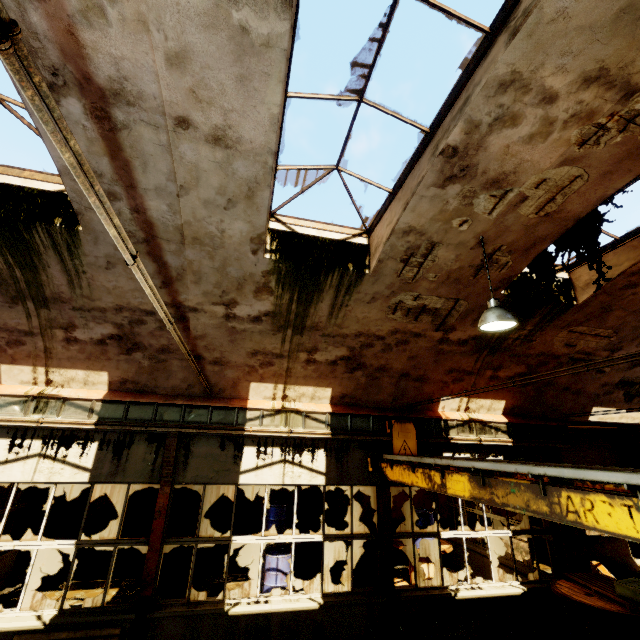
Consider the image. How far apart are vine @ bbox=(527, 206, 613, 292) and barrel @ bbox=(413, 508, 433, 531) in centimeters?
757cm

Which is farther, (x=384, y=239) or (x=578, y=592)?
(x=578, y=592)

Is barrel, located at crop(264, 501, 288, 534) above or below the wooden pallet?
above

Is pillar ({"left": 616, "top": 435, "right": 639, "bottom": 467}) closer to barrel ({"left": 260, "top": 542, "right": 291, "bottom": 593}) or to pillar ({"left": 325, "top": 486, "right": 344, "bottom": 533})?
pillar ({"left": 325, "top": 486, "right": 344, "bottom": 533})

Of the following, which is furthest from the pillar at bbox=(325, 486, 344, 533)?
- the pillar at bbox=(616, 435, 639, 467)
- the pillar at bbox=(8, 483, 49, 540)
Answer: the pillar at bbox=(616, 435, 639, 467)

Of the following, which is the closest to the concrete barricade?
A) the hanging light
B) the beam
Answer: the beam

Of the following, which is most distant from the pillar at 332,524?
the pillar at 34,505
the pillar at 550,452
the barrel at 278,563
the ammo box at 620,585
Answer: the pillar at 34,505

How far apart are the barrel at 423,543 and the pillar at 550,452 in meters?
2.9 m
